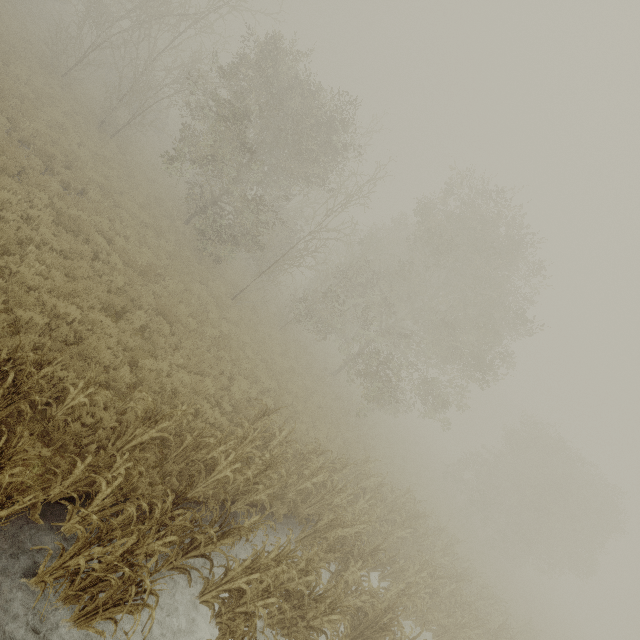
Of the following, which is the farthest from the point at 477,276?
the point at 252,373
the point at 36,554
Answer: the point at 36,554
